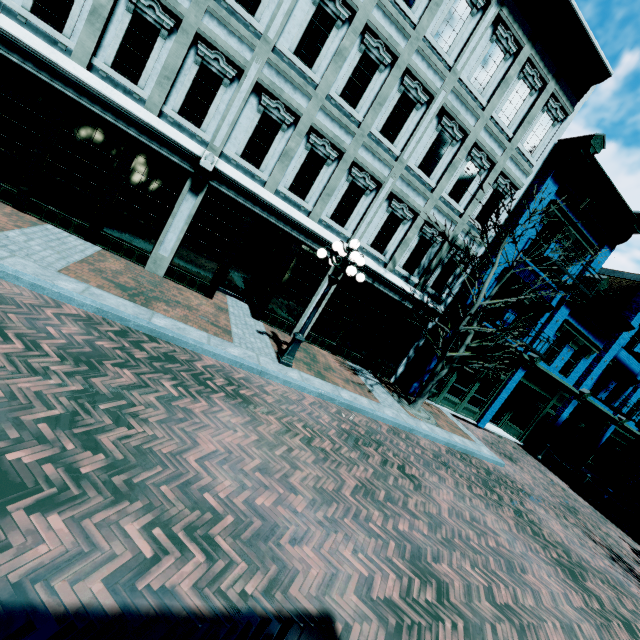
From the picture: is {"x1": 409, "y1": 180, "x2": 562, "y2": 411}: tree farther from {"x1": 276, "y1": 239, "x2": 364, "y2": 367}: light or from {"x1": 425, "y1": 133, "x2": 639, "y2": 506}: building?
{"x1": 276, "y1": 239, "x2": 364, "y2": 367}: light

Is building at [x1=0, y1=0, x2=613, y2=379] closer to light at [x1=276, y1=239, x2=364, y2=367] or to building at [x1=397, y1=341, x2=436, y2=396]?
building at [x1=397, y1=341, x2=436, y2=396]

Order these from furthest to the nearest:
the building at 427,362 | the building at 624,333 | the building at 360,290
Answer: the building at 427,362
the building at 624,333
the building at 360,290

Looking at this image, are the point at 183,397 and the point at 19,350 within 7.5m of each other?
yes

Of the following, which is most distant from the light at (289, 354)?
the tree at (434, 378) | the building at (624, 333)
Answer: the building at (624, 333)

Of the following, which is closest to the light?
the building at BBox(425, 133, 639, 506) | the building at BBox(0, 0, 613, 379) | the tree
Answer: the building at BBox(0, 0, 613, 379)

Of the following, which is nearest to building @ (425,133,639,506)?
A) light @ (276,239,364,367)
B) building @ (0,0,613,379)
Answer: building @ (0,0,613,379)
